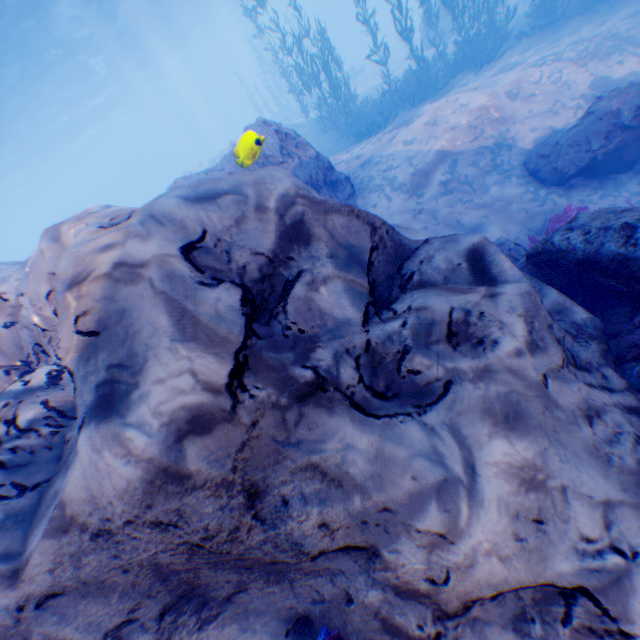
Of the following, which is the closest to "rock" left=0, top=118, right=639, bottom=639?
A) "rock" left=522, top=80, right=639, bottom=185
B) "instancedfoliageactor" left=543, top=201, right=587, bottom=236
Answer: "instancedfoliageactor" left=543, top=201, right=587, bottom=236

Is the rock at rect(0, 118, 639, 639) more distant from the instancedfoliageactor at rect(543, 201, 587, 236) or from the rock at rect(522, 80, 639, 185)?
the rock at rect(522, 80, 639, 185)

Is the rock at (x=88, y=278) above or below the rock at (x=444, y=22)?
above

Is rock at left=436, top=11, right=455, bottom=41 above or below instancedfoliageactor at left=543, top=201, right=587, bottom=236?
above

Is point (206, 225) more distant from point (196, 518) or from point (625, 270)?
point (625, 270)

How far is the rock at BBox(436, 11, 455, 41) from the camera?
20.0 meters

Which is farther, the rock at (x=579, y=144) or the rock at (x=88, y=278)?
the rock at (x=579, y=144)

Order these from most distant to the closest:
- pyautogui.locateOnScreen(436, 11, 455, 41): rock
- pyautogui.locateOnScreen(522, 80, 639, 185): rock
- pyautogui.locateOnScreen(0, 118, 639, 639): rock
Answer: pyautogui.locateOnScreen(436, 11, 455, 41): rock < pyautogui.locateOnScreen(522, 80, 639, 185): rock < pyautogui.locateOnScreen(0, 118, 639, 639): rock
